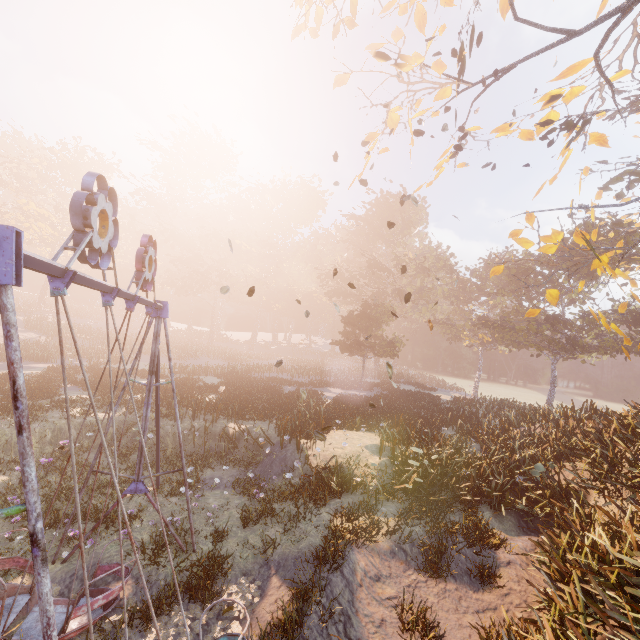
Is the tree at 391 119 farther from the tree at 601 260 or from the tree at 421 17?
the tree at 421 17

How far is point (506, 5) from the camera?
11.2m

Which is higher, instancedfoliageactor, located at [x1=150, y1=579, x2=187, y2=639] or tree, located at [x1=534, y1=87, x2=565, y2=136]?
tree, located at [x1=534, y1=87, x2=565, y2=136]

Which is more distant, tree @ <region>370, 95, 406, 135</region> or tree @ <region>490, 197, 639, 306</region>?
tree @ <region>370, 95, 406, 135</region>

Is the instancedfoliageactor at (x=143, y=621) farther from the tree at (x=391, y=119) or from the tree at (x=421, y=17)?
the tree at (x=421, y=17)

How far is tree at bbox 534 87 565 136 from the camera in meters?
10.7 m

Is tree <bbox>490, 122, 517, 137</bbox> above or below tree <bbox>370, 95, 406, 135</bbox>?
above

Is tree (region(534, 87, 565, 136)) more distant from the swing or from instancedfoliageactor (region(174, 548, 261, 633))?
instancedfoliageactor (region(174, 548, 261, 633))
